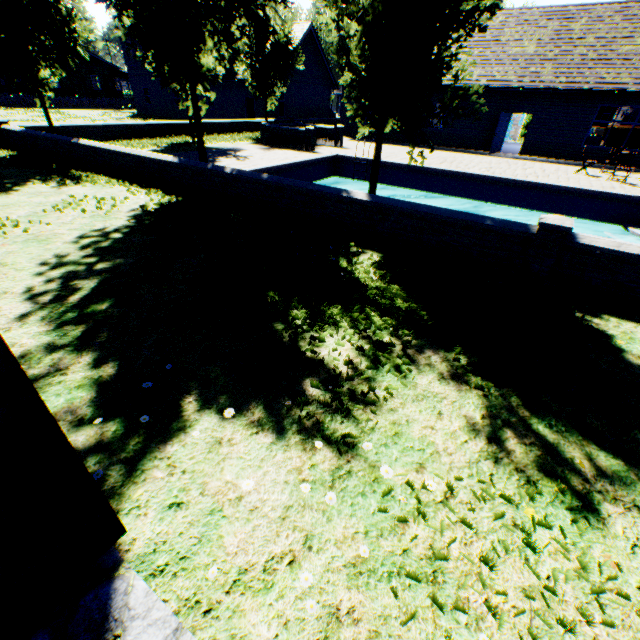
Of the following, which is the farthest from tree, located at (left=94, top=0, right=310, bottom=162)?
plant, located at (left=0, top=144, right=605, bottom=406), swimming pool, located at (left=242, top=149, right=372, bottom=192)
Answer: plant, located at (left=0, top=144, right=605, bottom=406)

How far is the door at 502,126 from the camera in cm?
1937

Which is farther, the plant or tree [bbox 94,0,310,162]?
tree [bbox 94,0,310,162]

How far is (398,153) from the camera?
18.3m

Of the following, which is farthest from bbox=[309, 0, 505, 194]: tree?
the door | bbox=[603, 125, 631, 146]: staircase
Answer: bbox=[603, 125, 631, 146]: staircase

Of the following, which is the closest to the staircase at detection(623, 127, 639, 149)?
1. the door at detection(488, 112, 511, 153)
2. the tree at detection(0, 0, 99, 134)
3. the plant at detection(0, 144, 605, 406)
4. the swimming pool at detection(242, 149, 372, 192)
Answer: the door at detection(488, 112, 511, 153)

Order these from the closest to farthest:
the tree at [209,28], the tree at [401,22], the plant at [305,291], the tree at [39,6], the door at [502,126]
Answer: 1. the plant at [305,291]
2. the tree at [401,22]
3. the tree at [209,28]
4. the tree at [39,6]
5. the door at [502,126]
